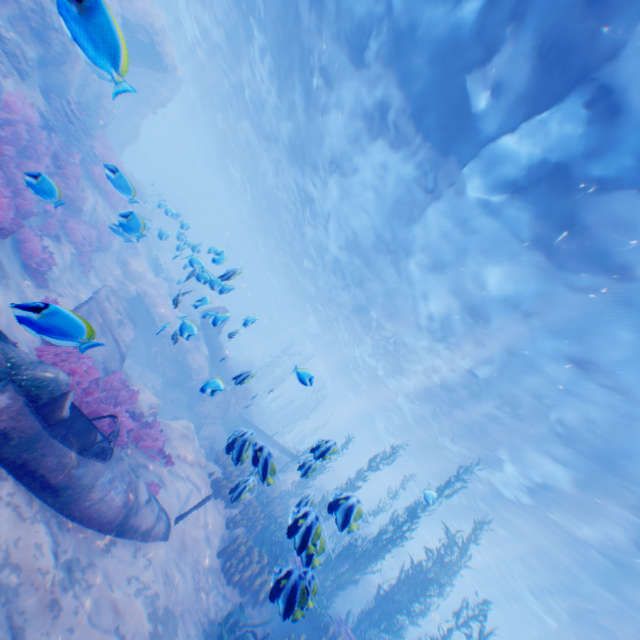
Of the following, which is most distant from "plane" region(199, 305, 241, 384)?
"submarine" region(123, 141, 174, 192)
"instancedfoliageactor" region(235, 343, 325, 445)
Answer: "submarine" region(123, 141, 174, 192)

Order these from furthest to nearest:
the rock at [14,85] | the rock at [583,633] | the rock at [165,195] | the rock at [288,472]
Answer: the rock at [288,472]
the rock at [583,633]
the rock at [165,195]
the rock at [14,85]

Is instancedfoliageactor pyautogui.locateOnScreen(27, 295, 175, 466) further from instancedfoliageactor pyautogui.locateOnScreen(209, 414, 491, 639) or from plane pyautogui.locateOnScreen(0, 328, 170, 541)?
instancedfoliageactor pyautogui.locateOnScreen(209, 414, 491, 639)

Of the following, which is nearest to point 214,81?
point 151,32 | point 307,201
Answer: point 151,32

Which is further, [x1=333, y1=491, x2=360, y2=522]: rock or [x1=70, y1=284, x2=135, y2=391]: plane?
[x1=333, y1=491, x2=360, y2=522]: rock

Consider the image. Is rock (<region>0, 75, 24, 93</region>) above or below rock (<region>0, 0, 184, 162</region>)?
below

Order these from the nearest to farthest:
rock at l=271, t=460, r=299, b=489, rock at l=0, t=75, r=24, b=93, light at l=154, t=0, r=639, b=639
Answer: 1. light at l=154, t=0, r=639, b=639
2. rock at l=0, t=75, r=24, b=93
3. rock at l=271, t=460, r=299, b=489

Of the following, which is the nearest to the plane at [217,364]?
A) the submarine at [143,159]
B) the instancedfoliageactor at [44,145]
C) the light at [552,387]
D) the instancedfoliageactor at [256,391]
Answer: the instancedfoliageactor at [256,391]
